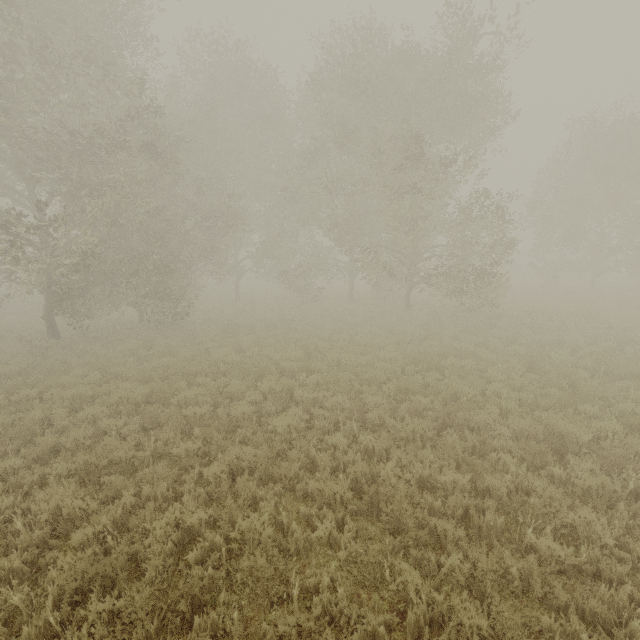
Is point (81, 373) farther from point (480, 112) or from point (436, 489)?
point (480, 112)
